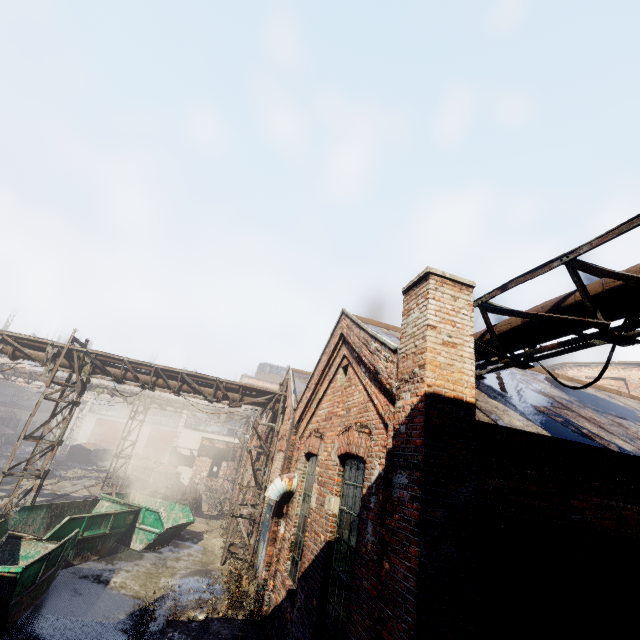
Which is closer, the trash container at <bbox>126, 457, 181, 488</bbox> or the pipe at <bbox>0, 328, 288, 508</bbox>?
the pipe at <bbox>0, 328, 288, 508</bbox>

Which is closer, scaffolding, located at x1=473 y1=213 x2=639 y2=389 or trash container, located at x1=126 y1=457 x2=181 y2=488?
scaffolding, located at x1=473 y1=213 x2=639 y2=389

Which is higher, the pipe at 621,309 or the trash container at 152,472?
the pipe at 621,309

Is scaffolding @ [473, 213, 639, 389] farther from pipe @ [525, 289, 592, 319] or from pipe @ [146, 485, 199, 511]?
pipe @ [146, 485, 199, 511]

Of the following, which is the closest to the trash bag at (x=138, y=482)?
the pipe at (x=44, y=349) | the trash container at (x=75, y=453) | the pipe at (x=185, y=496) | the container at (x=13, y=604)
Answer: the pipe at (x=185, y=496)

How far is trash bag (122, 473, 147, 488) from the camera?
23.4m

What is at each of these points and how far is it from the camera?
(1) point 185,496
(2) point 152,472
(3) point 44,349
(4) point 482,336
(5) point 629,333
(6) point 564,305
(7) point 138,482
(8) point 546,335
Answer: (1) pipe, 20.3 meters
(2) trash container, 24.4 meters
(3) pipe, 12.0 meters
(4) pipe, 5.5 meters
(5) scaffolding, 3.6 meters
(6) pipe, 4.2 meters
(7) trash bag, 23.8 meters
(8) pipe, 4.5 meters

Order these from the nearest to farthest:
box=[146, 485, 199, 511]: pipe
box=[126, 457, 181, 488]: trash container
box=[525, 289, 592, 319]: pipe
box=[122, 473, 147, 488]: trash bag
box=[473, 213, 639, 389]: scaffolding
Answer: box=[473, 213, 639, 389]: scaffolding
box=[525, 289, 592, 319]: pipe
box=[146, 485, 199, 511]: pipe
box=[122, 473, 147, 488]: trash bag
box=[126, 457, 181, 488]: trash container
